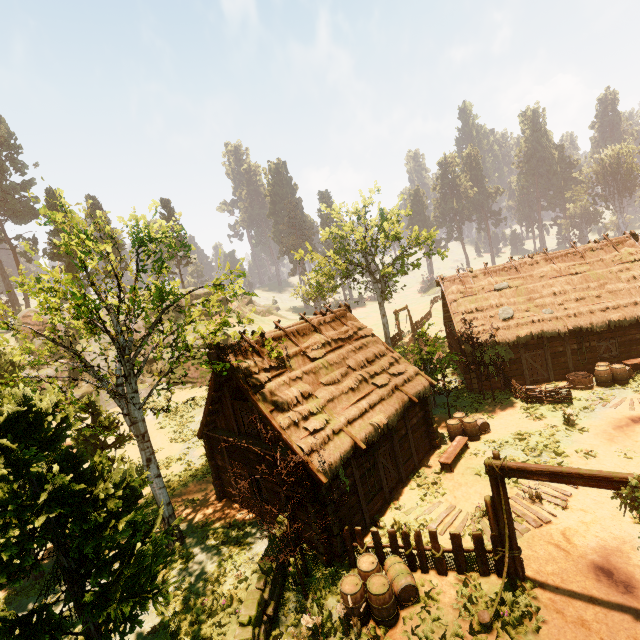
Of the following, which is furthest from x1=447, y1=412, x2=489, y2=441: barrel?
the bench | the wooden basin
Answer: the wooden basin

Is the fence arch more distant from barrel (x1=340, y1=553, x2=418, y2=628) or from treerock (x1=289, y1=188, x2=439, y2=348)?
treerock (x1=289, y1=188, x2=439, y2=348)

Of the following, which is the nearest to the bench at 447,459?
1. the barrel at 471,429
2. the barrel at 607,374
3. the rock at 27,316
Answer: the barrel at 471,429

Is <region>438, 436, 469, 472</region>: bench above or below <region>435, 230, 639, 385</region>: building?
below

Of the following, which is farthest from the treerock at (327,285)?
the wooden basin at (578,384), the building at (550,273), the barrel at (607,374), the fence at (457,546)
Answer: the wooden basin at (578,384)

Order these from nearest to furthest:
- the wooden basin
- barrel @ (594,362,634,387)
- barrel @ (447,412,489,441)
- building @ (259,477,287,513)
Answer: building @ (259,477,287,513), barrel @ (447,412,489,441), barrel @ (594,362,634,387), the wooden basin

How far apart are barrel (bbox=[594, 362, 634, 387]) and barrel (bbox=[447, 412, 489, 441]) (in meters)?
7.48

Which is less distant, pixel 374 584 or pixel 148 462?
pixel 374 584
